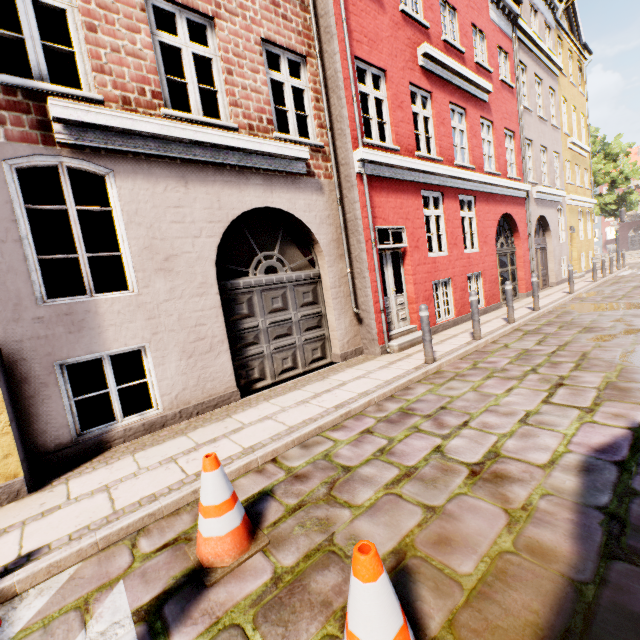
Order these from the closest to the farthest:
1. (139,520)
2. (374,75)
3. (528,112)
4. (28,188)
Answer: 1. (139,520)
2. (374,75)
3. (28,188)
4. (528,112)

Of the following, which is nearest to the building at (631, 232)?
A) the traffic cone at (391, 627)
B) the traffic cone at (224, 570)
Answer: the traffic cone at (224, 570)

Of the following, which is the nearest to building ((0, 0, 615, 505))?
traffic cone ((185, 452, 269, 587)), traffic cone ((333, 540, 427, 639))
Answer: traffic cone ((185, 452, 269, 587))

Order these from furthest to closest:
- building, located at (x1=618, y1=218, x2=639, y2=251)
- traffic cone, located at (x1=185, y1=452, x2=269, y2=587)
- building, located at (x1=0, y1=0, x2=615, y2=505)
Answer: building, located at (x1=618, y1=218, x2=639, y2=251) < building, located at (x1=0, y1=0, x2=615, y2=505) < traffic cone, located at (x1=185, y1=452, x2=269, y2=587)

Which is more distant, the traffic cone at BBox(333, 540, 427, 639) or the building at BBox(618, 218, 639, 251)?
the building at BBox(618, 218, 639, 251)

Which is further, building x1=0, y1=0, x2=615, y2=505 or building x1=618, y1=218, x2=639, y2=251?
building x1=618, y1=218, x2=639, y2=251

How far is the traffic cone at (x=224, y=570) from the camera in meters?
2.3
